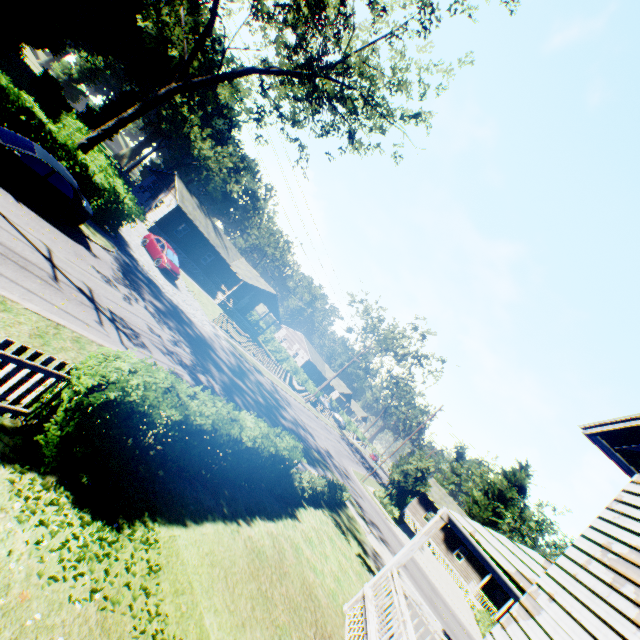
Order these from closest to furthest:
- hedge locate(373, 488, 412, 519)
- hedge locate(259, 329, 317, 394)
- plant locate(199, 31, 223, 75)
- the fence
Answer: the fence < hedge locate(373, 488, 412, 519) < plant locate(199, 31, 223, 75) < hedge locate(259, 329, 317, 394)

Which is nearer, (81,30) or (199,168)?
(81,30)

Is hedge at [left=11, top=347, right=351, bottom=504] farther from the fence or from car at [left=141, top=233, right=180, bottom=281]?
car at [left=141, top=233, right=180, bottom=281]

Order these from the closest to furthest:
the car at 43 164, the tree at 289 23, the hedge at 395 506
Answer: the car at 43 164
the tree at 289 23
the hedge at 395 506

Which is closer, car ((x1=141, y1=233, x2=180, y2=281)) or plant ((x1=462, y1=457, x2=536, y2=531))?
car ((x1=141, y1=233, x2=180, y2=281))

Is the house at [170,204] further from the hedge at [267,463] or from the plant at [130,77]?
the hedge at [267,463]

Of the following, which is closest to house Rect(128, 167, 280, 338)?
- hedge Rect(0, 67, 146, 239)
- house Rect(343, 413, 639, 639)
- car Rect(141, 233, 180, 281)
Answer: hedge Rect(0, 67, 146, 239)

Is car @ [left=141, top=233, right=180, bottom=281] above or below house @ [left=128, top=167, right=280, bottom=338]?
below
